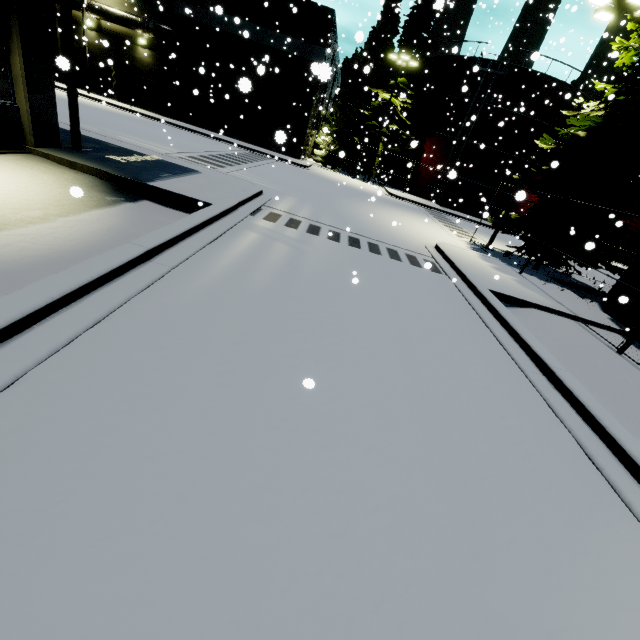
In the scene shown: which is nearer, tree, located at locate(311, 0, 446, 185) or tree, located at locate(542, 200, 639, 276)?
tree, located at locate(542, 200, 639, 276)

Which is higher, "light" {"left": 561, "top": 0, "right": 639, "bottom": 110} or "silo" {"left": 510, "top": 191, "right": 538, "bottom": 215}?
"light" {"left": 561, "top": 0, "right": 639, "bottom": 110}

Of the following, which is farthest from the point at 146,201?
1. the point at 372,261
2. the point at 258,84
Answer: the point at 258,84

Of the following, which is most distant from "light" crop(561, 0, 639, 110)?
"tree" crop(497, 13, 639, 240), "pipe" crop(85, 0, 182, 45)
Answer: "pipe" crop(85, 0, 182, 45)

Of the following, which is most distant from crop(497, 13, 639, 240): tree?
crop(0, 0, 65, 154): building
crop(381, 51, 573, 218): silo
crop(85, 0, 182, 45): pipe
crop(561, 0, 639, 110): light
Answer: crop(85, 0, 182, 45): pipe

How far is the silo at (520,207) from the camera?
5.02m

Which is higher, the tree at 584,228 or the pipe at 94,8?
the pipe at 94,8

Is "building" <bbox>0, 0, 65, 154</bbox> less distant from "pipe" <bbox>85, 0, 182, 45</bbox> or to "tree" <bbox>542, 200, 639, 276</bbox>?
"pipe" <bbox>85, 0, 182, 45</bbox>
